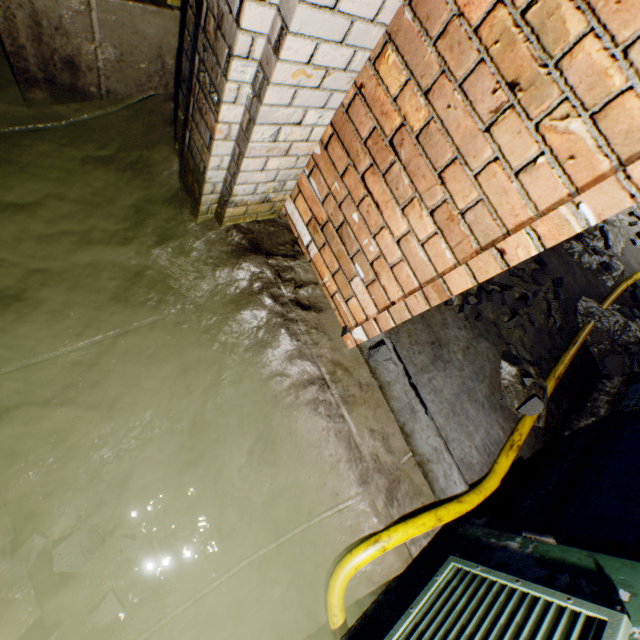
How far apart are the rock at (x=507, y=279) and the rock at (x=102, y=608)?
2.5 meters

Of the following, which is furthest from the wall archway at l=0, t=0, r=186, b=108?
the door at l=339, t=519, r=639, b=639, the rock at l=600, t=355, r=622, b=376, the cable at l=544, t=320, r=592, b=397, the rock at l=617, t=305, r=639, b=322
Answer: the rock at l=617, t=305, r=639, b=322

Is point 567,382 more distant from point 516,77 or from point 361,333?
point 516,77

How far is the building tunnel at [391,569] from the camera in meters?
1.5 m

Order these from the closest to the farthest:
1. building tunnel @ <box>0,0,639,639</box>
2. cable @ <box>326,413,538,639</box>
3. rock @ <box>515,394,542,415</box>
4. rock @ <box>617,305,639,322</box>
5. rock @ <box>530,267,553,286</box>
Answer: building tunnel @ <box>0,0,639,639</box>, cable @ <box>326,413,538,639</box>, rock @ <box>515,394,542,415</box>, rock @ <box>530,267,553,286</box>, rock @ <box>617,305,639,322</box>

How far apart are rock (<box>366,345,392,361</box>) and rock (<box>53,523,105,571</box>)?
1.4m

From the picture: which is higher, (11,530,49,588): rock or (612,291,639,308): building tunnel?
(612,291,639,308): building tunnel

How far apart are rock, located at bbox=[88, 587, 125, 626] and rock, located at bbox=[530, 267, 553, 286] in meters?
3.5
